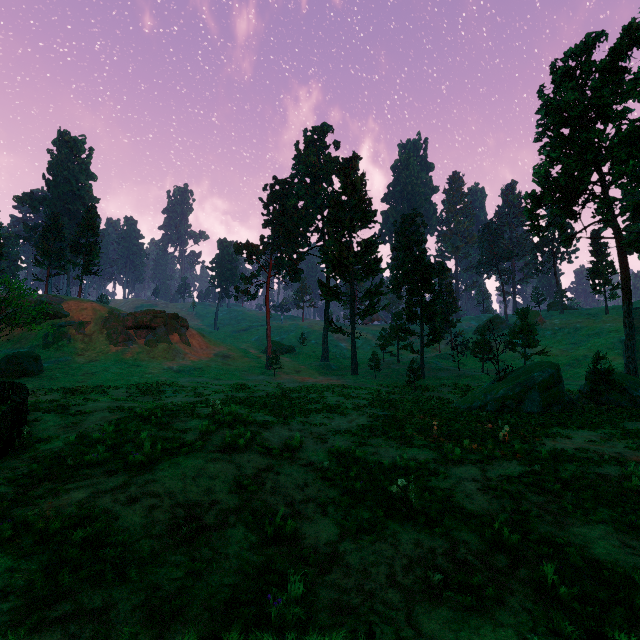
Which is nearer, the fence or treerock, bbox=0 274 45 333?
the fence

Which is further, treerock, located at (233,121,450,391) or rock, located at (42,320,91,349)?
rock, located at (42,320,91,349)

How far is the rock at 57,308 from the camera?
45.7m

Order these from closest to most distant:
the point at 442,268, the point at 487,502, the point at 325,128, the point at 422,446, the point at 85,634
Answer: the point at 85,634 < the point at 487,502 < the point at 422,446 < the point at 442,268 < the point at 325,128

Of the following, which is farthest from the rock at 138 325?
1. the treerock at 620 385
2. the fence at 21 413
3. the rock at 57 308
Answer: the fence at 21 413

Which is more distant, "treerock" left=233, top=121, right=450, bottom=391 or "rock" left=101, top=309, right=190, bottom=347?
"rock" left=101, top=309, right=190, bottom=347

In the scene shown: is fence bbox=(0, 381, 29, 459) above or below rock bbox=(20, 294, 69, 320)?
below
